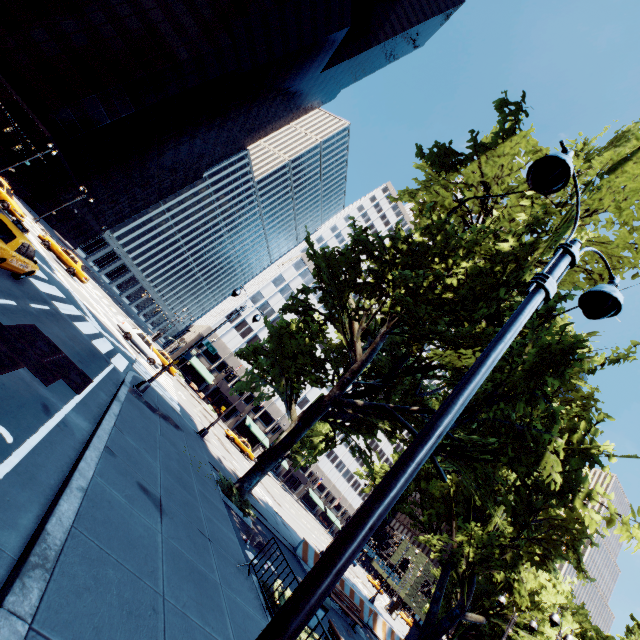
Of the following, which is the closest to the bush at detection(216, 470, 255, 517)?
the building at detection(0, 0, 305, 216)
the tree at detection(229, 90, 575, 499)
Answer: the tree at detection(229, 90, 575, 499)

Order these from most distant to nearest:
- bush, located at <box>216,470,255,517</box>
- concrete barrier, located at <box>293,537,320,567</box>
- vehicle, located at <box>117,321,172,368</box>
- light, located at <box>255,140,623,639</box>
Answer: vehicle, located at <box>117,321,172,368</box>
concrete barrier, located at <box>293,537,320,567</box>
bush, located at <box>216,470,255,517</box>
light, located at <box>255,140,623,639</box>

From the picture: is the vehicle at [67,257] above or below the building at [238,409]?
below

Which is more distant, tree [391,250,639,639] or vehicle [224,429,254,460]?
vehicle [224,429,254,460]

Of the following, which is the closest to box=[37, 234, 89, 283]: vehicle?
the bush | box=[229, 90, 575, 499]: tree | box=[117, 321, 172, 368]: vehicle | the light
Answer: box=[117, 321, 172, 368]: vehicle

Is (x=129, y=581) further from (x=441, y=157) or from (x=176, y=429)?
(x=441, y=157)

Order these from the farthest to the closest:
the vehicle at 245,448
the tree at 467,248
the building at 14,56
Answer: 1. the building at 14,56
2. the vehicle at 245,448
3. the tree at 467,248

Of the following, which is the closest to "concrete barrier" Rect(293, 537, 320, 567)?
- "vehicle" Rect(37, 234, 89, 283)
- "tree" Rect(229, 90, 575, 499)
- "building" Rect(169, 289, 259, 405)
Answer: "tree" Rect(229, 90, 575, 499)
